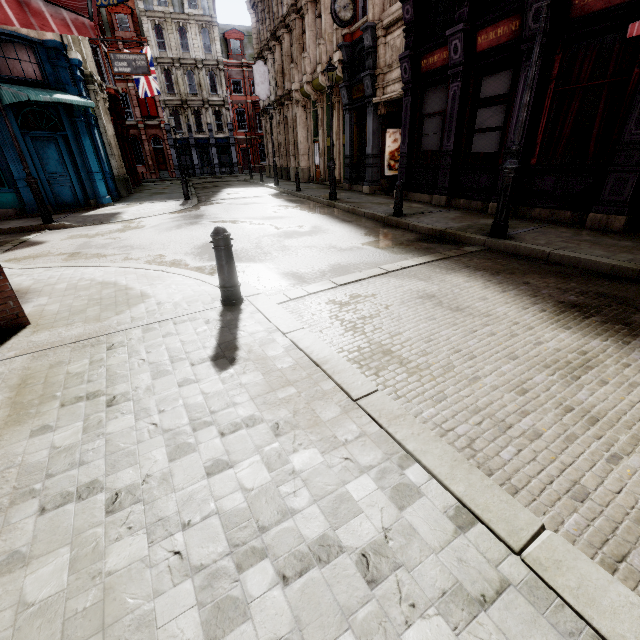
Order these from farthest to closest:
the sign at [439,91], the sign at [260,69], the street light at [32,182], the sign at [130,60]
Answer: the sign at [260,69] < the sign at [130,60] < the sign at [439,91] < the street light at [32,182]

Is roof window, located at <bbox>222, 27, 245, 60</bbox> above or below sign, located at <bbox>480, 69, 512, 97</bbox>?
above

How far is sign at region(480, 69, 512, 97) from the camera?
8.4 meters

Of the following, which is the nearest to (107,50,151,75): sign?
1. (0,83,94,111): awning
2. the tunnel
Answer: (0,83,94,111): awning

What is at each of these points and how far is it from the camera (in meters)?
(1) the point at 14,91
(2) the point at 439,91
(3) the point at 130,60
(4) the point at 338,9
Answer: (1) awning, 10.80
(2) sign, 10.64
(3) sign, 18.83
(4) clock, 12.09

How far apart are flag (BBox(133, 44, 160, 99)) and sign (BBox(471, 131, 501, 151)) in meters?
26.2 m

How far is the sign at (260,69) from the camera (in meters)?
24.17

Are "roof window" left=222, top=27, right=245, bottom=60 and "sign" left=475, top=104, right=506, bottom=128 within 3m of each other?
no
